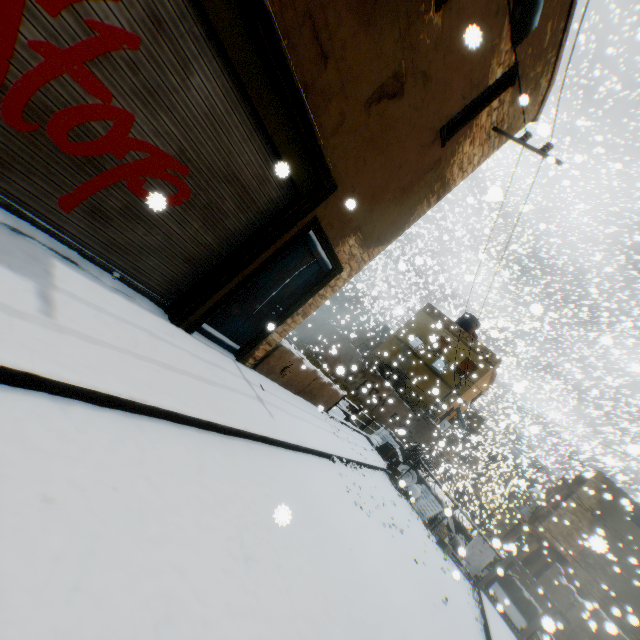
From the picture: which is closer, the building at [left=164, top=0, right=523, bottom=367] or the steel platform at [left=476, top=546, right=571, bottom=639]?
the building at [left=164, top=0, right=523, bottom=367]

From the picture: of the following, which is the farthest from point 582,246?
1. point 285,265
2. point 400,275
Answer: point 285,265

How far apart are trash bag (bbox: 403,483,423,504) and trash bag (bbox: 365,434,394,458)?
0.6m

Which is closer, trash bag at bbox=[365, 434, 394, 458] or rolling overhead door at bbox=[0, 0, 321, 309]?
rolling overhead door at bbox=[0, 0, 321, 309]

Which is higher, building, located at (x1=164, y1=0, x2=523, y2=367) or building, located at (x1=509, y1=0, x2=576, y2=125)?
building, located at (x1=509, y1=0, x2=576, y2=125)

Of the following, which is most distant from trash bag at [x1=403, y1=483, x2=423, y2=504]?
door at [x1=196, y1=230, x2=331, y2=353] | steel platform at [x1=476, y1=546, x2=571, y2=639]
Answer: door at [x1=196, y1=230, x2=331, y2=353]

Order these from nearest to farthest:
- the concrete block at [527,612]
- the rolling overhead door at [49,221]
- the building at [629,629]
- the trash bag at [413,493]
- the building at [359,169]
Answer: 1. the rolling overhead door at [49,221]
2. the building at [359,169]
3. the concrete block at [527,612]
4. the trash bag at [413,493]
5. the building at [629,629]

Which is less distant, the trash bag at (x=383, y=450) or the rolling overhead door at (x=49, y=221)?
the rolling overhead door at (x=49, y=221)
